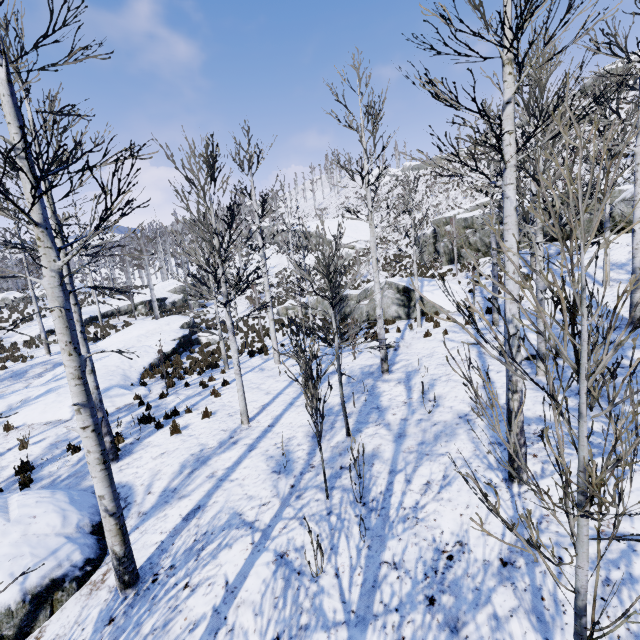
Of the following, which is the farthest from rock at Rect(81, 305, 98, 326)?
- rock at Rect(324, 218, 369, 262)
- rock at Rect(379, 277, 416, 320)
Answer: rock at Rect(324, 218, 369, 262)

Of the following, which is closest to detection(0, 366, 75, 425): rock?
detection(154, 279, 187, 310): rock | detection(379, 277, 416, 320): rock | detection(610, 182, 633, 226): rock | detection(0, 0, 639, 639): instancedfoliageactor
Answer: detection(154, 279, 187, 310): rock

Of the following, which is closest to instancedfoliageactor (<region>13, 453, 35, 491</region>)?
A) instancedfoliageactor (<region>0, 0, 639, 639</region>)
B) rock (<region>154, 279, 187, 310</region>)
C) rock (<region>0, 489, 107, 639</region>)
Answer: rock (<region>0, 489, 107, 639</region>)

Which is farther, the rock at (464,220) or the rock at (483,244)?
the rock at (464,220)

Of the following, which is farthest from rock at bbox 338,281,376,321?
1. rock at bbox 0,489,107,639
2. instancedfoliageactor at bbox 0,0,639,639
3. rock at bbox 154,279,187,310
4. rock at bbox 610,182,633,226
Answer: rock at bbox 0,489,107,639

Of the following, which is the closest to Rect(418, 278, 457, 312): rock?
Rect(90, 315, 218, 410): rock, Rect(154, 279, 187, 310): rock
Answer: Rect(90, 315, 218, 410): rock

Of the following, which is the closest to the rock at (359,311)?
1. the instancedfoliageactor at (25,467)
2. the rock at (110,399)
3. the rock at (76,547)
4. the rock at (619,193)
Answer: the rock at (619,193)

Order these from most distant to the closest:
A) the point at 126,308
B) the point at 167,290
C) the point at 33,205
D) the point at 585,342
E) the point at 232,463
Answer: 1. the point at 167,290
2. the point at 126,308
3. the point at 232,463
4. the point at 33,205
5. the point at 585,342
